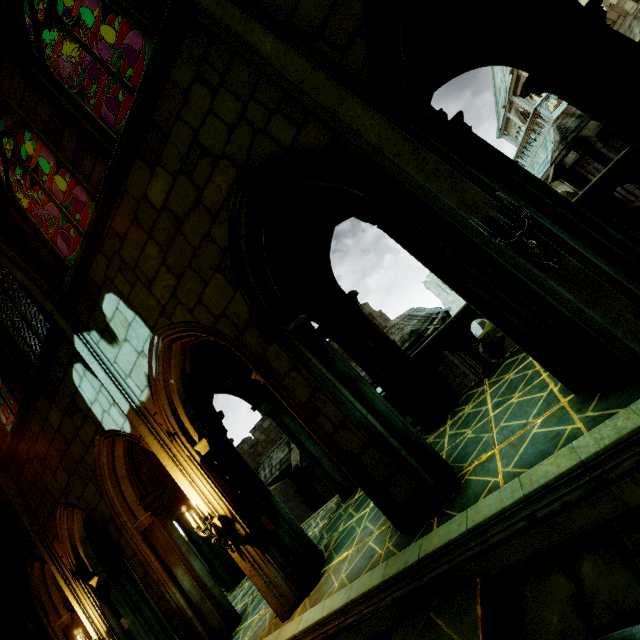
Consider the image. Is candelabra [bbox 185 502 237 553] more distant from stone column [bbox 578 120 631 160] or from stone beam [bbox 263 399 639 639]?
stone column [bbox 578 120 631 160]

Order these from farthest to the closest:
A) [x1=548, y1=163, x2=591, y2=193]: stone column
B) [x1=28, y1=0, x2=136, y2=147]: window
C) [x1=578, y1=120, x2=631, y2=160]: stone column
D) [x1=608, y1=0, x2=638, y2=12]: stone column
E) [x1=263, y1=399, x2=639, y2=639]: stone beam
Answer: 1. [x1=548, y1=163, x2=591, y2=193]: stone column
2. [x1=578, y1=120, x2=631, y2=160]: stone column
3. [x1=608, y1=0, x2=638, y2=12]: stone column
4. [x1=28, y1=0, x2=136, y2=147]: window
5. [x1=263, y1=399, x2=639, y2=639]: stone beam

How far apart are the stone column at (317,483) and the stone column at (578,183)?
20.4m

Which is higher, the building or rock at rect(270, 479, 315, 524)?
the building

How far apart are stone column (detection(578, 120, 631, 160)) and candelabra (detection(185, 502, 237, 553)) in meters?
19.9

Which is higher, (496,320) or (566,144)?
(566,144)

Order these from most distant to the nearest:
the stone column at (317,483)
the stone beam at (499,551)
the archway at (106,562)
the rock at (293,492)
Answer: the rock at (293,492), the stone column at (317,483), the archway at (106,562), the stone beam at (499,551)

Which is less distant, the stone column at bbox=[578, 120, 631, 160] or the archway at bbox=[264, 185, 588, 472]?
the archway at bbox=[264, 185, 588, 472]
